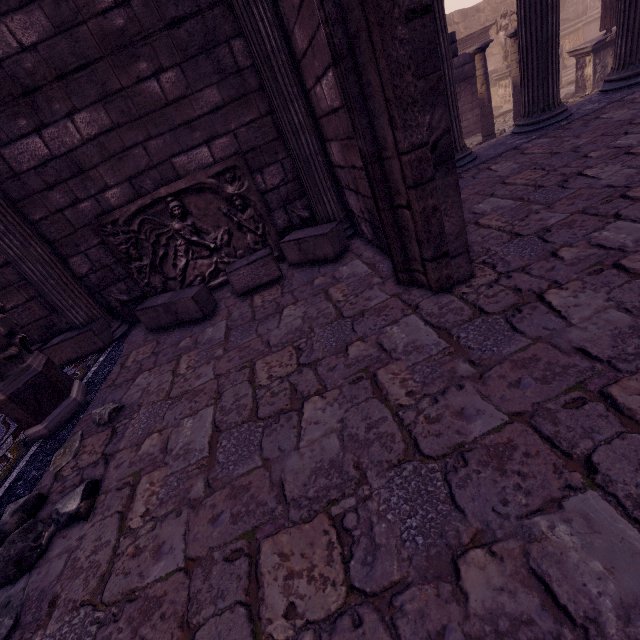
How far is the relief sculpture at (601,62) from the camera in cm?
1097

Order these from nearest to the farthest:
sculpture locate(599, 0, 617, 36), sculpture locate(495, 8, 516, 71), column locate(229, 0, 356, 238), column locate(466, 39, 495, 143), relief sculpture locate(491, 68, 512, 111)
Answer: column locate(229, 0, 356, 238) < column locate(466, 39, 495, 143) < sculpture locate(599, 0, 617, 36) < sculpture locate(495, 8, 516, 71) < relief sculpture locate(491, 68, 512, 111)

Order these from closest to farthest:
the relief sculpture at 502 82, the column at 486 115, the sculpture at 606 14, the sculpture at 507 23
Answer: the column at 486 115
the sculpture at 606 14
the sculpture at 507 23
the relief sculpture at 502 82

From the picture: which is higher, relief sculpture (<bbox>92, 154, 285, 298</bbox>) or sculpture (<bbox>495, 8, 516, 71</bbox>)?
sculpture (<bbox>495, 8, 516, 71</bbox>)

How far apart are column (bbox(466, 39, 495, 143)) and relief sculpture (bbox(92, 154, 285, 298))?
9.0 meters

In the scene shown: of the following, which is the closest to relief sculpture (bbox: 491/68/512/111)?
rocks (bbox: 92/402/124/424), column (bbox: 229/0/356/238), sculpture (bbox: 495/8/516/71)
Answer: sculpture (bbox: 495/8/516/71)

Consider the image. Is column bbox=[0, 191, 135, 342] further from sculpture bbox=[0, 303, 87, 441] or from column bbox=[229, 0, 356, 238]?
column bbox=[229, 0, 356, 238]

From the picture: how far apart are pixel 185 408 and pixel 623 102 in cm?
603
